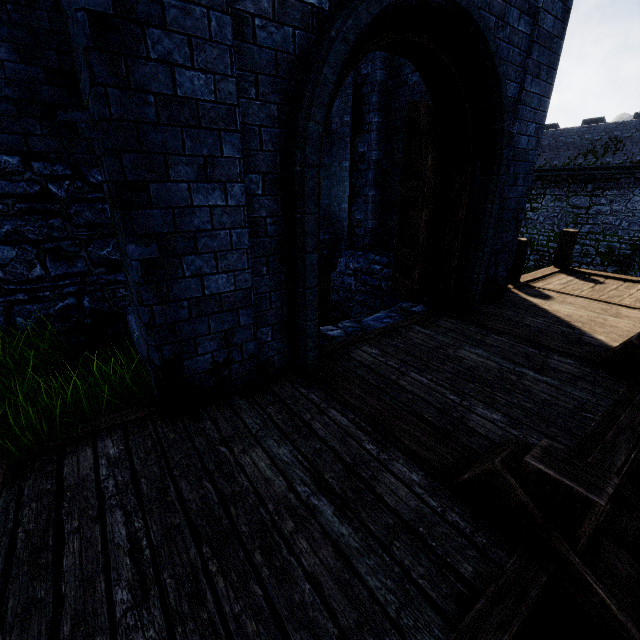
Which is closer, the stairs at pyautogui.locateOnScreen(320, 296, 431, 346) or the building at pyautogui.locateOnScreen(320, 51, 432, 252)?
the stairs at pyautogui.locateOnScreen(320, 296, 431, 346)

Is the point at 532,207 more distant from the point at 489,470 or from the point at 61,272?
the point at 61,272

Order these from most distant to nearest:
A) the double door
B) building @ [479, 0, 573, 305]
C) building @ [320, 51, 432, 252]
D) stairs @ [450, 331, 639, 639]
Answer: building @ [320, 51, 432, 252] → building @ [479, 0, 573, 305] → the double door → stairs @ [450, 331, 639, 639]

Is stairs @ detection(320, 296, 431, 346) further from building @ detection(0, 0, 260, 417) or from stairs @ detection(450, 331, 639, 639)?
stairs @ detection(450, 331, 639, 639)

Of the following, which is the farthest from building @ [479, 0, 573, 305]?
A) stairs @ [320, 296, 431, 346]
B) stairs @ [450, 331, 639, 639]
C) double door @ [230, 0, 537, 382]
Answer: stairs @ [450, 331, 639, 639]

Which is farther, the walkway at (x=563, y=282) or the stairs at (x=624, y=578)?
the walkway at (x=563, y=282)

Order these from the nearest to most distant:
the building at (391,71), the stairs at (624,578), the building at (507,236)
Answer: the stairs at (624,578) → the building at (507,236) → the building at (391,71)

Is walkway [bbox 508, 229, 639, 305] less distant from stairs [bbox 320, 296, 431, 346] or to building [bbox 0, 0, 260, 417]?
building [bbox 0, 0, 260, 417]
